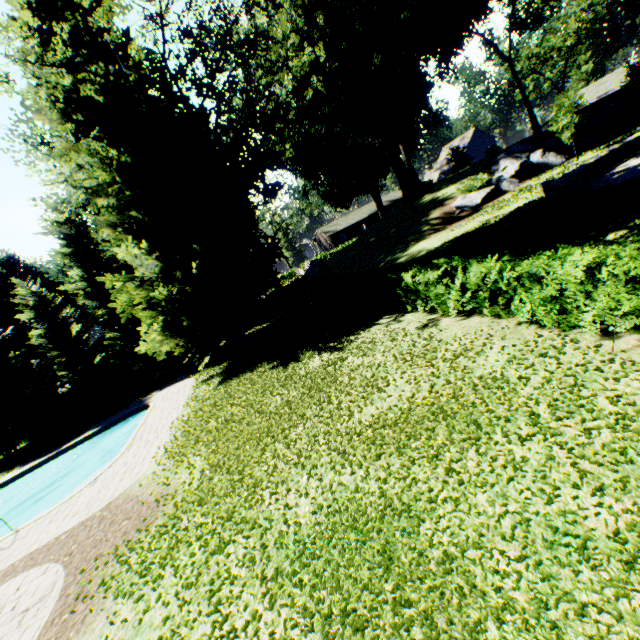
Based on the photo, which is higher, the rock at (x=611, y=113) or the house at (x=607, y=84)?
the house at (x=607, y=84)

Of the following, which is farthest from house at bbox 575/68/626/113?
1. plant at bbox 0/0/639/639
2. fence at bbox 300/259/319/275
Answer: fence at bbox 300/259/319/275

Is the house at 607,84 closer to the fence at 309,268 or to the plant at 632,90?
the plant at 632,90

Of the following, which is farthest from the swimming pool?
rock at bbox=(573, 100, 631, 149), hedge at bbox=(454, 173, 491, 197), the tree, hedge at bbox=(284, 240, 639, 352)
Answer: hedge at bbox=(454, 173, 491, 197)

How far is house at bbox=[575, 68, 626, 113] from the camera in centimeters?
4253cm

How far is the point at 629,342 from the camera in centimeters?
608cm

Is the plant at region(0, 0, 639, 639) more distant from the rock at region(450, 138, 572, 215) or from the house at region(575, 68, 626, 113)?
the house at region(575, 68, 626, 113)

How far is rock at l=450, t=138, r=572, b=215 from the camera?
26.30m
